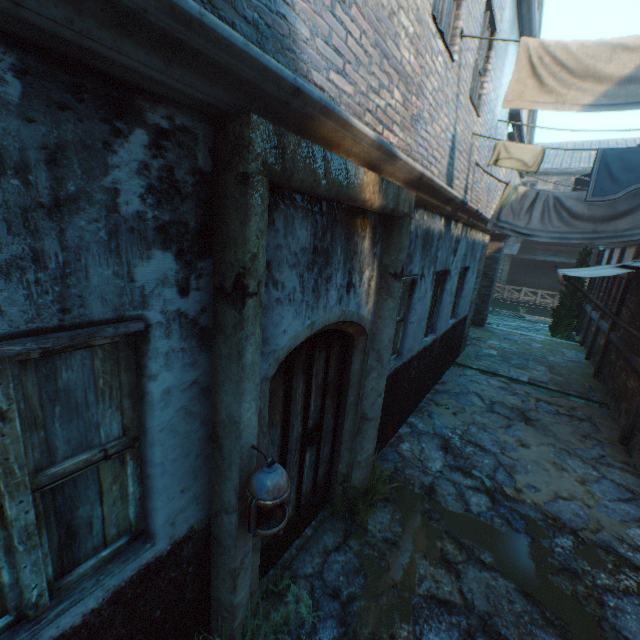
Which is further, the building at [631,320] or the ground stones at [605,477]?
the building at [631,320]

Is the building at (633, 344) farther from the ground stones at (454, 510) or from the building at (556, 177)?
the building at (556, 177)

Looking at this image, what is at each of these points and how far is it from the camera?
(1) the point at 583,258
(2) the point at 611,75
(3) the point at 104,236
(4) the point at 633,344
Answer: (1) tree, 13.8 meters
(2) clothesline, 3.3 meters
(3) building, 1.3 meters
(4) building, 7.0 meters

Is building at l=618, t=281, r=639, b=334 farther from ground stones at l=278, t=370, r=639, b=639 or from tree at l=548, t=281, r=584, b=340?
tree at l=548, t=281, r=584, b=340

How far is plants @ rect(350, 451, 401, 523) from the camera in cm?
379

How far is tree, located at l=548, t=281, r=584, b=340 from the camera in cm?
1423

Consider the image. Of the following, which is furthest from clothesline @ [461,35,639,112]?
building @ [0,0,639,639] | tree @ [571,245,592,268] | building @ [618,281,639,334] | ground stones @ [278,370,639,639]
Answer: tree @ [571,245,592,268]

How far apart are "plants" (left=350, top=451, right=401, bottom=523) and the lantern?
1.91m
